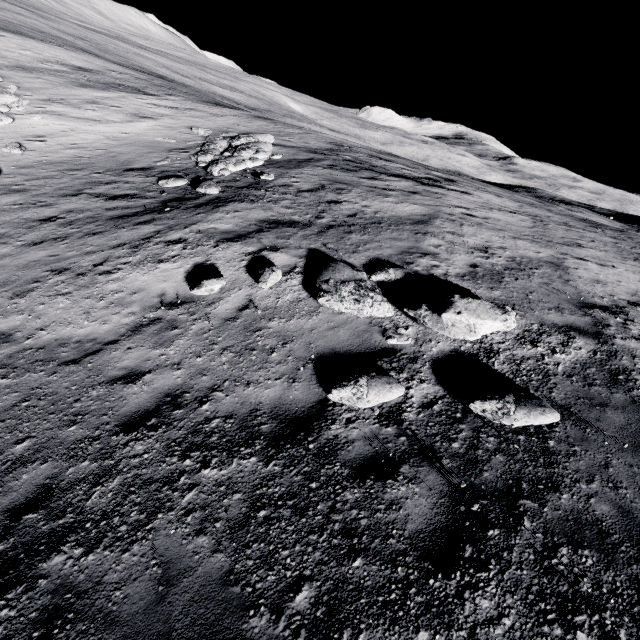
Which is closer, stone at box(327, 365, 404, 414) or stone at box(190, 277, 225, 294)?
stone at box(327, 365, 404, 414)

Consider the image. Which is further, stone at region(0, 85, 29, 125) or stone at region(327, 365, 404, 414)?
stone at region(0, 85, 29, 125)

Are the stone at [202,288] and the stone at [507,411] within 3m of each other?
no

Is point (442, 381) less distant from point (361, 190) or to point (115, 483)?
point (115, 483)

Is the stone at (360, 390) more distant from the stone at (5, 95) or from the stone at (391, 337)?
the stone at (5, 95)

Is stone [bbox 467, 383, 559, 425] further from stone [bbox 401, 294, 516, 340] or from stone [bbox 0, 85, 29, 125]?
stone [bbox 0, 85, 29, 125]

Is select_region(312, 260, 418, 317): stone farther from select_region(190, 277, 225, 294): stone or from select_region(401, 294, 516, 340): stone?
select_region(190, 277, 225, 294): stone

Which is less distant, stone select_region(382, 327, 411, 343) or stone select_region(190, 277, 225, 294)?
stone select_region(382, 327, 411, 343)
